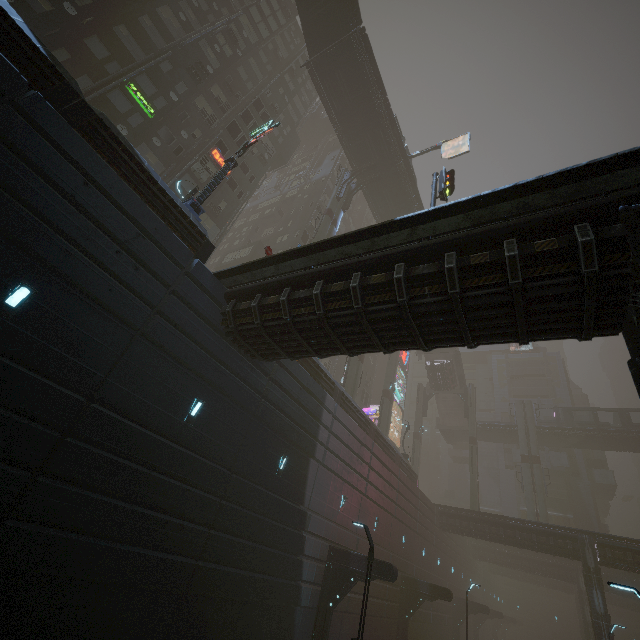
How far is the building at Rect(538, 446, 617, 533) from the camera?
47.1m

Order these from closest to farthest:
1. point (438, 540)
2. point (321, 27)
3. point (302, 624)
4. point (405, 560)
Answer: point (302, 624) < point (405, 560) < point (321, 27) < point (438, 540)

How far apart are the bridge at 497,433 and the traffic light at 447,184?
43.6 meters

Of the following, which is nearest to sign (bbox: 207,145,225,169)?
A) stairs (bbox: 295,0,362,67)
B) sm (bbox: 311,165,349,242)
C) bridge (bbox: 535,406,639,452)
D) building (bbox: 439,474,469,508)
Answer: sm (bbox: 311,165,349,242)

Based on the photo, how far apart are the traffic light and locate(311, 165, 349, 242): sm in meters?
11.8

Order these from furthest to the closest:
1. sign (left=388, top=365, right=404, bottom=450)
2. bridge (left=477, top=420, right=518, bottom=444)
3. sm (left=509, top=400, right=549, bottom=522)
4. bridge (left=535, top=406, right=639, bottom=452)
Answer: sign (left=388, top=365, right=404, bottom=450) < bridge (left=477, top=420, right=518, bottom=444) < bridge (left=535, top=406, right=639, bottom=452) < sm (left=509, top=400, right=549, bottom=522)

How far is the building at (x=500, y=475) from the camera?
51.5m

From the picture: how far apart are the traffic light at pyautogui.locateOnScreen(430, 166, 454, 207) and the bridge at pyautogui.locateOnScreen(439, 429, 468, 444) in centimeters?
4362cm
